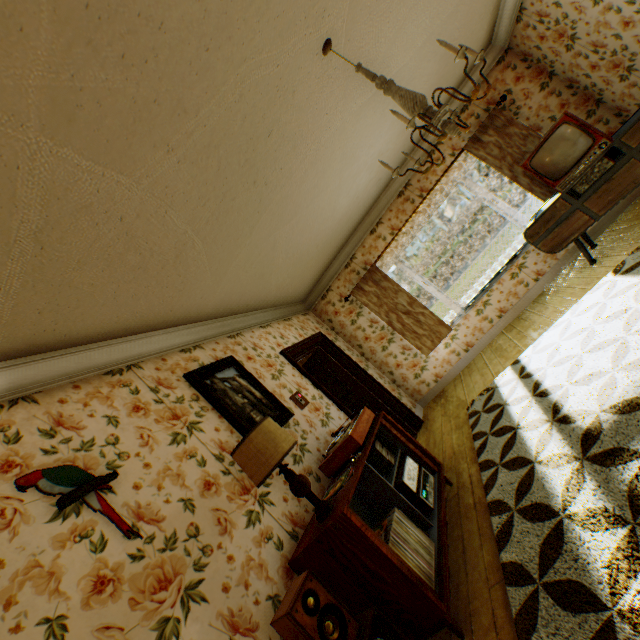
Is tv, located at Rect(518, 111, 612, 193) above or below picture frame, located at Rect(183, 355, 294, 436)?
below

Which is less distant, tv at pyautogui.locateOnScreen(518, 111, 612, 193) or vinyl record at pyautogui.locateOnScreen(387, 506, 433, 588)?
vinyl record at pyautogui.locateOnScreen(387, 506, 433, 588)

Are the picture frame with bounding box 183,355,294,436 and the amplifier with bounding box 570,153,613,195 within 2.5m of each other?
no

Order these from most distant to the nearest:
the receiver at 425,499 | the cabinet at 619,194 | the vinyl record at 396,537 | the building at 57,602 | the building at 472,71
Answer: the building at 472,71
the cabinet at 619,194
the receiver at 425,499
the vinyl record at 396,537
the building at 57,602

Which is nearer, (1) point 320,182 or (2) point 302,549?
(2) point 302,549

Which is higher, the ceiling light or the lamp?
the ceiling light

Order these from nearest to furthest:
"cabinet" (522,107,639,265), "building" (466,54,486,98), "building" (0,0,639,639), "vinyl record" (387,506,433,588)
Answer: "building" (0,0,639,639) → "vinyl record" (387,506,433,588) → "cabinet" (522,107,639,265) → "building" (466,54,486,98)

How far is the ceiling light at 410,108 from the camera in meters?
1.9 m
